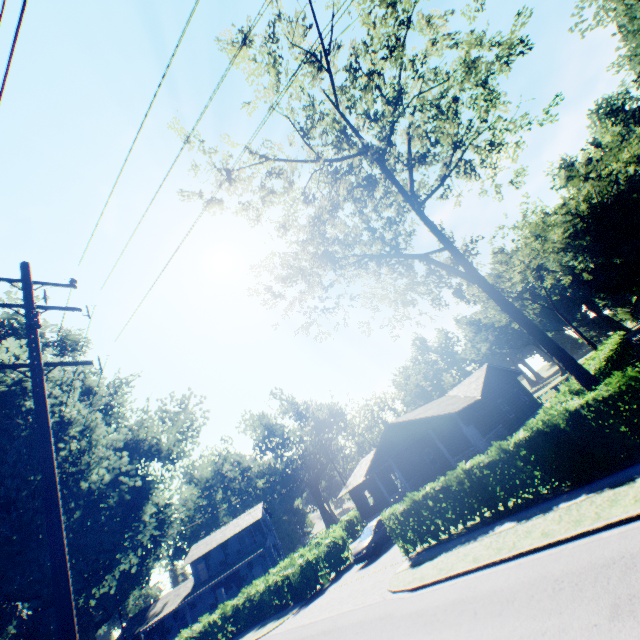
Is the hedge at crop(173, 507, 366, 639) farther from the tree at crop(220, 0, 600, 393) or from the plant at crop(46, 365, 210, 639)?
the tree at crop(220, 0, 600, 393)

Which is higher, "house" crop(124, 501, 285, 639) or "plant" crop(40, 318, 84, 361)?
"plant" crop(40, 318, 84, 361)

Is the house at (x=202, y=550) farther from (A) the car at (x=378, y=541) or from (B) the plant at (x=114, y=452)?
(B) the plant at (x=114, y=452)

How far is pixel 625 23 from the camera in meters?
35.2

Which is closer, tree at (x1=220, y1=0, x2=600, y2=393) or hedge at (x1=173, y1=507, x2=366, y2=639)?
tree at (x1=220, y1=0, x2=600, y2=393)

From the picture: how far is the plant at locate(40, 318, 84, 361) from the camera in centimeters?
2199cm

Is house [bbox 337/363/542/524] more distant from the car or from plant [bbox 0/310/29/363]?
plant [bbox 0/310/29/363]

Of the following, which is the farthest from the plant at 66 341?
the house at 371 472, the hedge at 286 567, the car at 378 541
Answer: the house at 371 472
